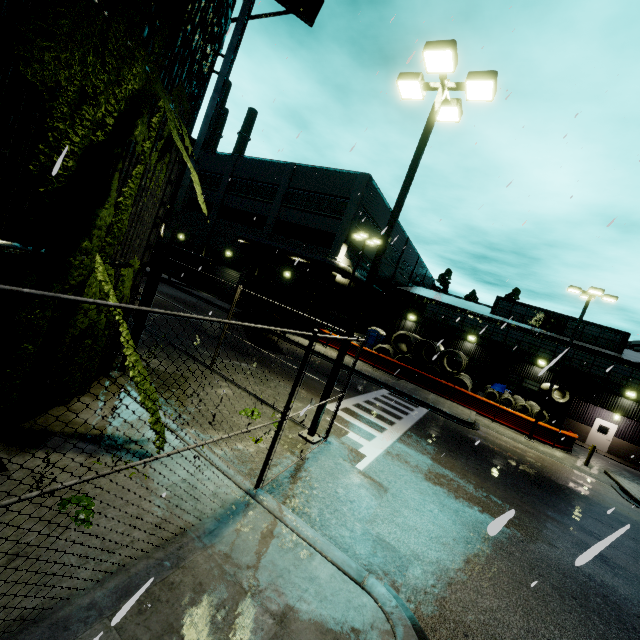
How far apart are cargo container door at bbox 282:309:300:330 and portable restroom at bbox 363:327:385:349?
14.1 meters

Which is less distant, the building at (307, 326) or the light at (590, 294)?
the light at (590, 294)

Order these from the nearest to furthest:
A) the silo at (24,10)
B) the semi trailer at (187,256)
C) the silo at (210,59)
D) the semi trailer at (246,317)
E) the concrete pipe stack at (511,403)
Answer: the silo at (24,10)
the silo at (210,59)
the semi trailer at (246,317)
the concrete pipe stack at (511,403)
the semi trailer at (187,256)

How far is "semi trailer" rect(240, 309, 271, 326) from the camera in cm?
2032

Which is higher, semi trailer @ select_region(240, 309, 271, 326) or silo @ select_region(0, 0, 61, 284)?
silo @ select_region(0, 0, 61, 284)

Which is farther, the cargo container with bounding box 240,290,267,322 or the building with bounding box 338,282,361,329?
the building with bounding box 338,282,361,329

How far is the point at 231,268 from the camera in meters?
33.8 m

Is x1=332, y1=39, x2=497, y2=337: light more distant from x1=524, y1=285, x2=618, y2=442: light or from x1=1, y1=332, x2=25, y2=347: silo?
x1=524, y1=285, x2=618, y2=442: light
